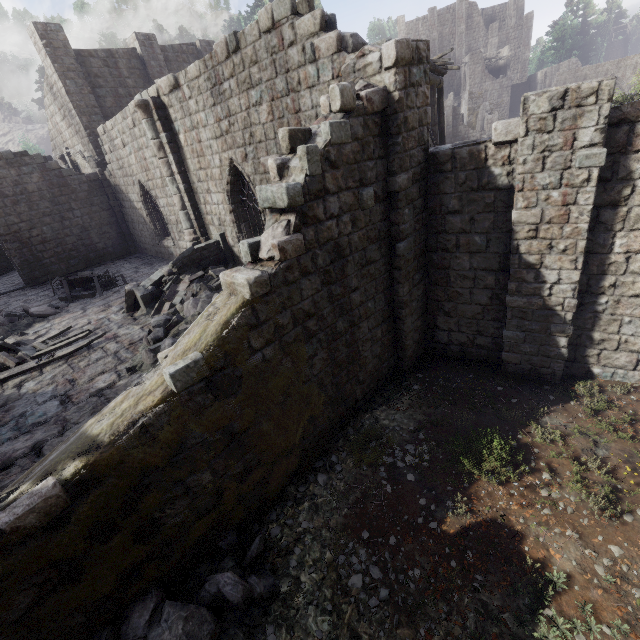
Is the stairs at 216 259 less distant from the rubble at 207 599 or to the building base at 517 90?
the rubble at 207 599

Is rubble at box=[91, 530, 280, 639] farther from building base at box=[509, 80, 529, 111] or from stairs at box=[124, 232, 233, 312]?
building base at box=[509, 80, 529, 111]

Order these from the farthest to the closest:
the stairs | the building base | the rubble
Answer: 1. the building base
2. the stairs
3. the rubble

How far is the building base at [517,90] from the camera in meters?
52.1

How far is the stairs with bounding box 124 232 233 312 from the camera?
11.23m

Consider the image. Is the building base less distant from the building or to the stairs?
the building

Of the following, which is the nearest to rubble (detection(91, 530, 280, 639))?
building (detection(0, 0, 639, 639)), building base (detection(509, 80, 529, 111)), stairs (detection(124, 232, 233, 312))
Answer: building (detection(0, 0, 639, 639))

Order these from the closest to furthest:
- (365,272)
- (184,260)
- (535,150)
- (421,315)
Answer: (535,150) → (365,272) → (421,315) → (184,260)
